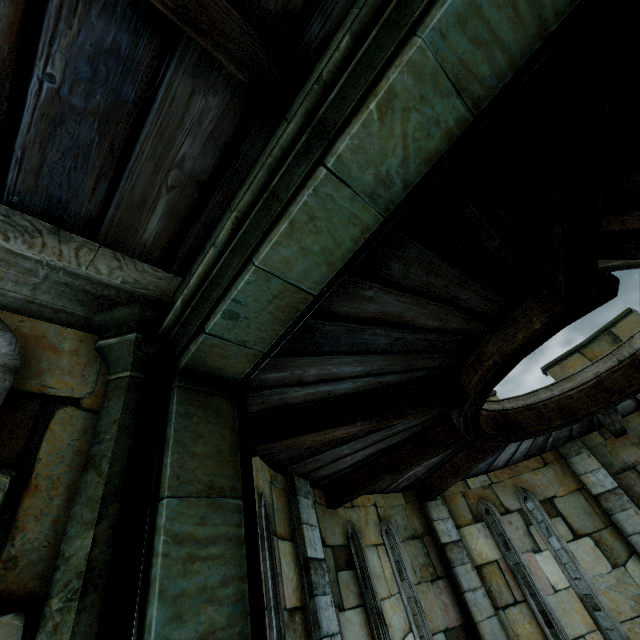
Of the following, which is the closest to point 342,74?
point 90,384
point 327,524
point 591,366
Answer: point 90,384
